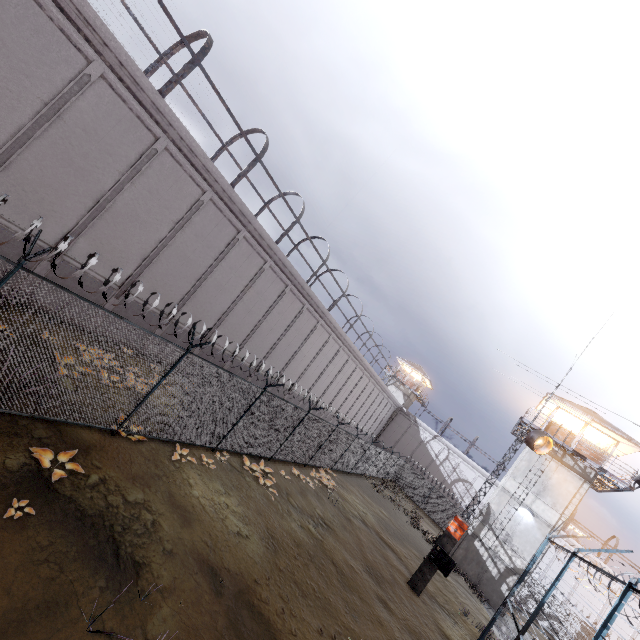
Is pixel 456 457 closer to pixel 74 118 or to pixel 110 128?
pixel 110 128

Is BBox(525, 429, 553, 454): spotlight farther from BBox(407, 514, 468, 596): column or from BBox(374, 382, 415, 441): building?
BBox(374, 382, 415, 441): building

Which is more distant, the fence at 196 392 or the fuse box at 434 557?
the fuse box at 434 557

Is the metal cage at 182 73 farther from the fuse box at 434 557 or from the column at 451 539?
the fuse box at 434 557

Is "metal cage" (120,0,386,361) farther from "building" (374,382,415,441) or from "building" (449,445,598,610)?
"building" (374,382,415,441)

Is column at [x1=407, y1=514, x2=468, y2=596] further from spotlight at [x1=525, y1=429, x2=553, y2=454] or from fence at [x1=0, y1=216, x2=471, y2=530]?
spotlight at [x1=525, y1=429, x2=553, y2=454]

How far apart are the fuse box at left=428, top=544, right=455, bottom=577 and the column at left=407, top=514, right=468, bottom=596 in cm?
1

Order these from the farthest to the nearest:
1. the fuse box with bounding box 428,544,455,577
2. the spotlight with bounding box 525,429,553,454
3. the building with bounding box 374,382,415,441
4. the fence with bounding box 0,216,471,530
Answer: the building with bounding box 374,382,415,441, the spotlight with bounding box 525,429,553,454, the fuse box with bounding box 428,544,455,577, the fence with bounding box 0,216,471,530
